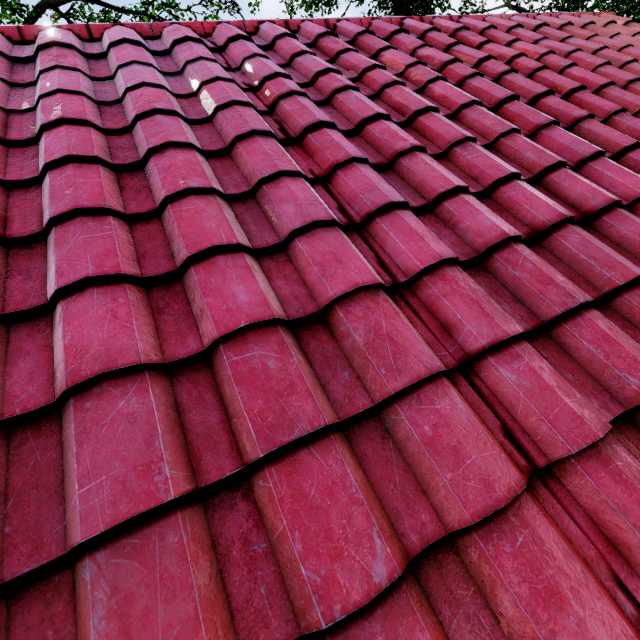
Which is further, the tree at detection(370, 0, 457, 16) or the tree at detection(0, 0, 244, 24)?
the tree at detection(370, 0, 457, 16)

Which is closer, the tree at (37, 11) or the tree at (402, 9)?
the tree at (37, 11)

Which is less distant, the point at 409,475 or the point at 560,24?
the point at 409,475
